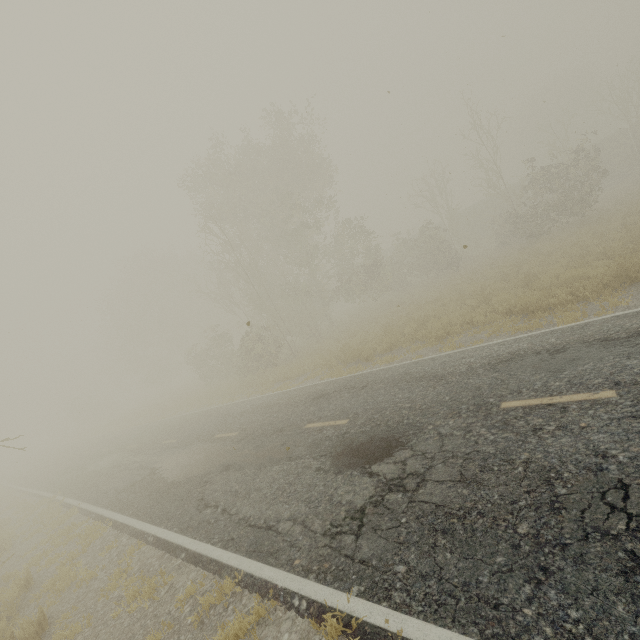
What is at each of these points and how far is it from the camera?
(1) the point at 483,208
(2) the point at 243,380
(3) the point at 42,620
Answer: (1) boxcar, 40.6 meters
(2) tree, 21.9 meters
(3) tree, 5.8 meters

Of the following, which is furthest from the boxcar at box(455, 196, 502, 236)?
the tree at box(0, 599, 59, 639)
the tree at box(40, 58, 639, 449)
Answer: the tree at box(0, 599, 59, 639)

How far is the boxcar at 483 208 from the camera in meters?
40.0

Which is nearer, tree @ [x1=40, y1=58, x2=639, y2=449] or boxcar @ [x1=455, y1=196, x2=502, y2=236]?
tree @ [x1=40, y1=58, x2=639, y2=449]

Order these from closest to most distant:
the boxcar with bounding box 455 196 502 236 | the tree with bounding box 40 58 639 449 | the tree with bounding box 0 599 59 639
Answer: the tree with bounding box 0 599 59 639 → the tree with bounding box 40 58 639 449 → the boxcar with bounding box 455 196 502 236

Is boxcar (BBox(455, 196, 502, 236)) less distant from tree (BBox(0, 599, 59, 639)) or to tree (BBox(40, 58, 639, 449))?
tree (BBox(40, 58, 639, 449))

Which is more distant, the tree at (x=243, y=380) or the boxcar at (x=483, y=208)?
the boxcar at (x=483, y=208)
